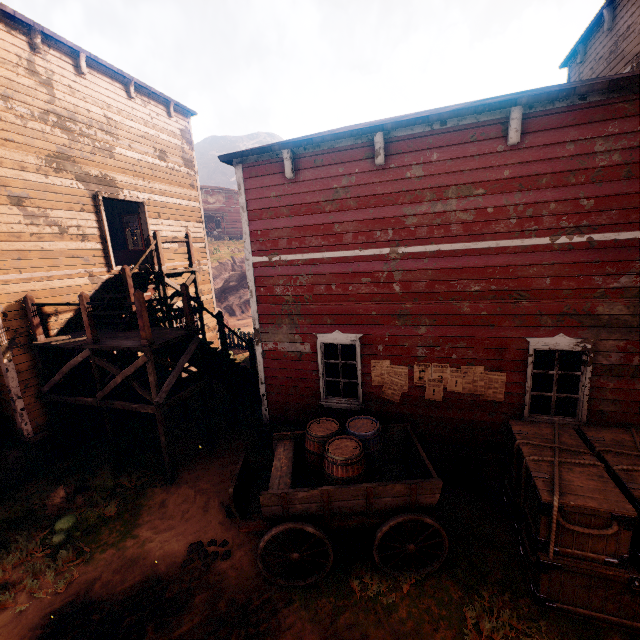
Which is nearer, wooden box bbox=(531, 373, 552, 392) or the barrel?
the barrel

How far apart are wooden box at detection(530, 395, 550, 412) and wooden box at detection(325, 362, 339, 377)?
3.37m

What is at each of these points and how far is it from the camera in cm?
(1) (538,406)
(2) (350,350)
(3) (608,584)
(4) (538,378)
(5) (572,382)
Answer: (1) wooden box, 626
(2) wooden box, 749
(3) wooden box, 414
(4) wooden box, 667
(5) wooden box, 628

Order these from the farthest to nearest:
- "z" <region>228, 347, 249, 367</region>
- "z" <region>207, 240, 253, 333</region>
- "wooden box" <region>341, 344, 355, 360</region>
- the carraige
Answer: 1. "z" <region>207, 240, 253, 333</region>
2. "z" <region>228, 347, 249, 367</region>
3. "wooden box" <region>341, 344, 355, 360</region>
4. the carraige

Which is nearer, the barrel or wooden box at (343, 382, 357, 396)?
the barrel

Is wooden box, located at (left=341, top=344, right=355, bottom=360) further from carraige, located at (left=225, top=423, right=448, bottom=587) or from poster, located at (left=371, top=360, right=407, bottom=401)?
carraige, located at (left=225, top=423, right=448, bottom=587)

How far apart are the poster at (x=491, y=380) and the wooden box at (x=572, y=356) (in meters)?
0.70

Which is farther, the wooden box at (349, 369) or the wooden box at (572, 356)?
the wooden box at (349, 369)
